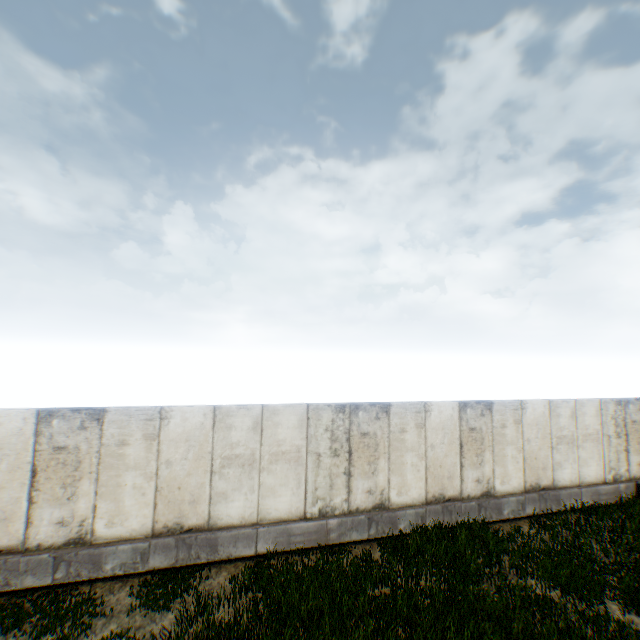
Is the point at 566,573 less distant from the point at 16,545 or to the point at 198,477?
the point at 198,477
